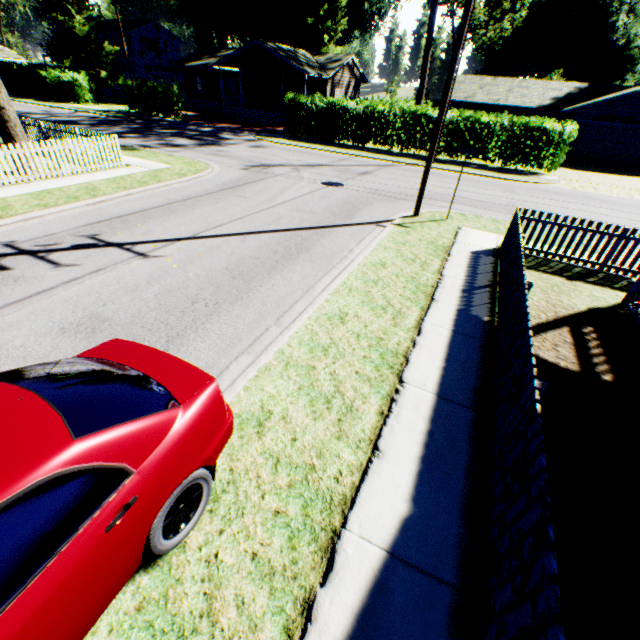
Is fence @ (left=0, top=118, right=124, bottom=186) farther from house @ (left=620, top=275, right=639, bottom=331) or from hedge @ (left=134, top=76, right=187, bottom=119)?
house @ (left=620, top=275, right=639, bottom=331)

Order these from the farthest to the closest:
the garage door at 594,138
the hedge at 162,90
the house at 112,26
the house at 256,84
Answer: the house at 112,26 → the house at 256,84 → the hedge at 162,90 → the garage door at 594,138

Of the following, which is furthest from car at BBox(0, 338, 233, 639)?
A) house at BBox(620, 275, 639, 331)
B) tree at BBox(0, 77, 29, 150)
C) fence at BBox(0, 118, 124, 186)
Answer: tree at BBox(0, 77, 29, 150)

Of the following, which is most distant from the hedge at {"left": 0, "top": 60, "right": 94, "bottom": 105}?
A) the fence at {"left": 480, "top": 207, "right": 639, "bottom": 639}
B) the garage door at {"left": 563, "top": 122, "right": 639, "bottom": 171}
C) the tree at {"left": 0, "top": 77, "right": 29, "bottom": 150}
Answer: the garage door at {"left": 563, "top": 122, "right": 639, "bottom": 171}

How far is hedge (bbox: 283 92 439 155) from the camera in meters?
22.3 m

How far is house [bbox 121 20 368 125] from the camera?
31.2m

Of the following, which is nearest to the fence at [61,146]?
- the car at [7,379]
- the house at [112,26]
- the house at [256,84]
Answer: the car at [7,379]

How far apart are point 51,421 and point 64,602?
1.1 meters
